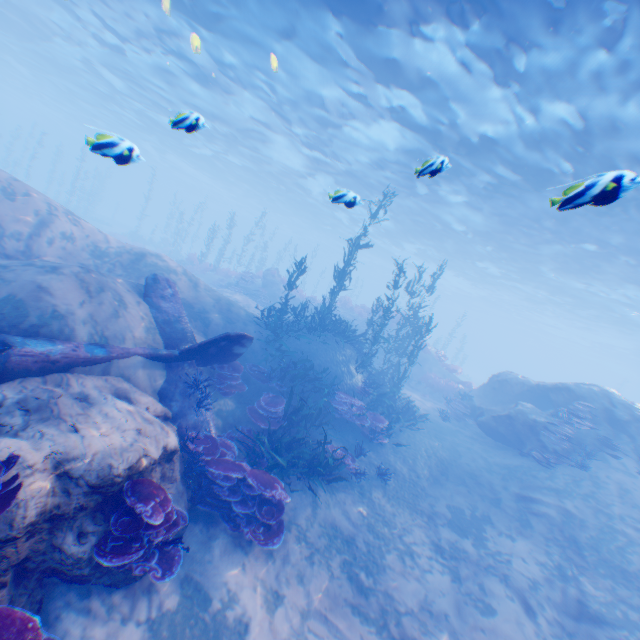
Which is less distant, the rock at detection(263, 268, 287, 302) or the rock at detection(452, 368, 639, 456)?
the rock at detection(452, 368, 639, 456)

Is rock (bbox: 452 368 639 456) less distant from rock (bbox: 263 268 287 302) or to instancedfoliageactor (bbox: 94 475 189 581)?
instancedfoliageactor (bbox: 94 475 189 581)

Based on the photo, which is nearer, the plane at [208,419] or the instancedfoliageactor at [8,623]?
the instancedfoliageactor at [8,623]

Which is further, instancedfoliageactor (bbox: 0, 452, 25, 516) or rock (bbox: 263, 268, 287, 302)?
rock (bbox: 263, 268, 287, 302)

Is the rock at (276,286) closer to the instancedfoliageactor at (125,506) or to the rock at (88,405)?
the rock at (88,405)

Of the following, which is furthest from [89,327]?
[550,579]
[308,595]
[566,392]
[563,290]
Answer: [563,290]

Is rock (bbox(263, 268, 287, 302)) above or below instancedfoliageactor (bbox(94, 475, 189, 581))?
above

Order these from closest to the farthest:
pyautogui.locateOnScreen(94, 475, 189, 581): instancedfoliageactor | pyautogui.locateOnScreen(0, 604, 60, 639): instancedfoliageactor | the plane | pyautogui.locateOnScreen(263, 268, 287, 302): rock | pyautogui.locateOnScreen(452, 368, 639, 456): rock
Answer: pyautogui.locateOnScreen(0, 604, 60, 639): instancedfoliageactor, pyautogui.locateOnScreen(94, 475, 189, 581): instancedfoliageactor, the plane, pyautogui.locateOnScreen(452, 368, 639, 456): rock, pyautogui.locateOnScreen(263, 268, 287, 302): rock
